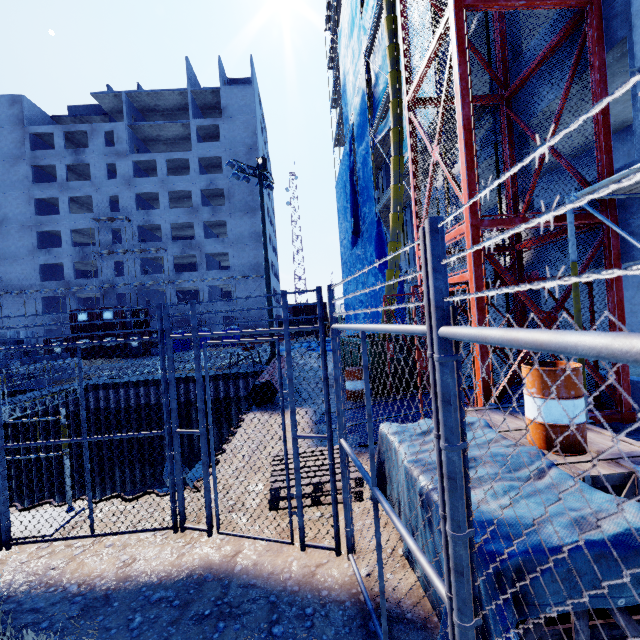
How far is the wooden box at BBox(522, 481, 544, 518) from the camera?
2.2m

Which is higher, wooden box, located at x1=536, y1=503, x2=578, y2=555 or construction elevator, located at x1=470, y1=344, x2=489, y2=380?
construction elevator, located at x1=470, y1=344, x2=489, y2=380

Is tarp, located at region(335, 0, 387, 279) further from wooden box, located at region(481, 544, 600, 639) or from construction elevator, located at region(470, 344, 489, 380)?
wooden box, located at region(481, 544, 600, 639)

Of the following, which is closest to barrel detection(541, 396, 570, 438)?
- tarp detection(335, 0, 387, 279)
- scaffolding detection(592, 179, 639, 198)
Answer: scaffolding detection(592, 179, 639, 198)

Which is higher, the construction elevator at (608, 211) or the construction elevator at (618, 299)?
the construction elevator at (608, 211)

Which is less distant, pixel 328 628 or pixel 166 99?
pixel 328 628

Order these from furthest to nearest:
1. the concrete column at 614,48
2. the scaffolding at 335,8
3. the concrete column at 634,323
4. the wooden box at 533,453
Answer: the scaffolding at 335,8
the concrete column at 634,323
the concrete column at 614,48
the wooden box at 533,453
